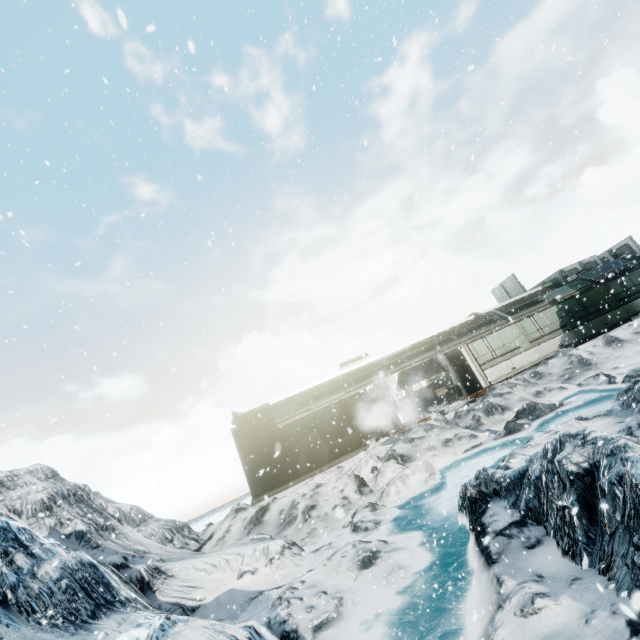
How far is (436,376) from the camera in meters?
27.0
